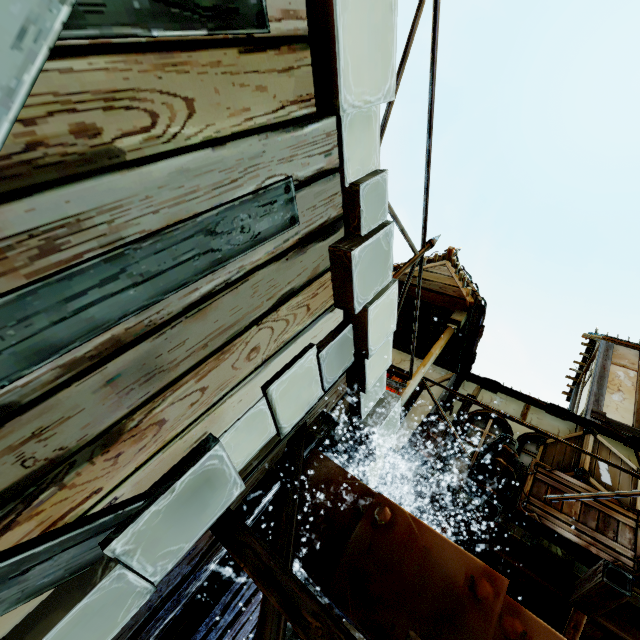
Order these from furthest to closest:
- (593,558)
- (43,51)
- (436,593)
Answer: (593,558), (436,593), (43,51)

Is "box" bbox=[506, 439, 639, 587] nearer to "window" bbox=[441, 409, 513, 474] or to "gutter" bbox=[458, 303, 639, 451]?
"window" bbox=[441, 409, 513, 474]

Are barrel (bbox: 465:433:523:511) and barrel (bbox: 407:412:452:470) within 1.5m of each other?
yes

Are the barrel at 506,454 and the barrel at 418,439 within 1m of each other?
yes

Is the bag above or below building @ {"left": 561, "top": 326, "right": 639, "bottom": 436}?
below

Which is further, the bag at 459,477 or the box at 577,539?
the bag at 459,477

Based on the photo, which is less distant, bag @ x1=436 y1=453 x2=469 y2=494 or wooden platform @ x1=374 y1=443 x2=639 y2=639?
wooden platform @ x1=374 y1=443 x2=639 y2=639

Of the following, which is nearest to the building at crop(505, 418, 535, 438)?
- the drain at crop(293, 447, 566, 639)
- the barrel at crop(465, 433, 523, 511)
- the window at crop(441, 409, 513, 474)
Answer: the window at crop(441, 409, 513, 474)
